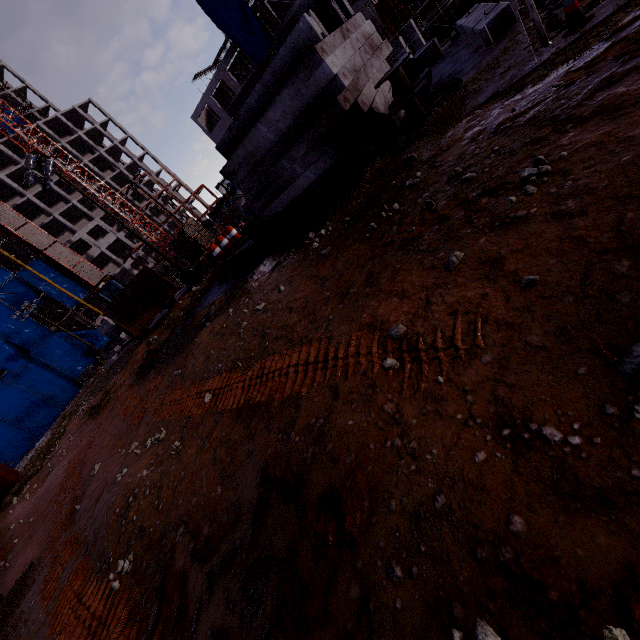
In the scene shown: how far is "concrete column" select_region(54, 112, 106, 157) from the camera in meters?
56.5

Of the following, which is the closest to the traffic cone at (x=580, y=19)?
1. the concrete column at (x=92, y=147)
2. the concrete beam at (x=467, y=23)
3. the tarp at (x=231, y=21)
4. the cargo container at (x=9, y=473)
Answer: the concrete beam at (x=467, y=23)

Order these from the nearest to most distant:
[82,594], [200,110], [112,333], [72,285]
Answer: [82,594] < [112,333] < [200,110] < [72,285]

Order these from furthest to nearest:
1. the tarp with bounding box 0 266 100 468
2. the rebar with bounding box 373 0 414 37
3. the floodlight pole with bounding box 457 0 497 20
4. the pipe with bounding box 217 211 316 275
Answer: the tarp with bounding box 0 266 100 468, the rebar with bounding box 373 0 414 37, the floodlight pole with bounding box 457 0 497 20, the pipe with bounding box 217 211 316 275

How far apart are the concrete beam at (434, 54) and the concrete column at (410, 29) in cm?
1516

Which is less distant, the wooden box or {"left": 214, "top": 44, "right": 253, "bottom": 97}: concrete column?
the wooden box

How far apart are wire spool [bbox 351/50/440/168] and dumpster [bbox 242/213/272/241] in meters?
4.4

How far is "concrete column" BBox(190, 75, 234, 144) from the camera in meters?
39.0
